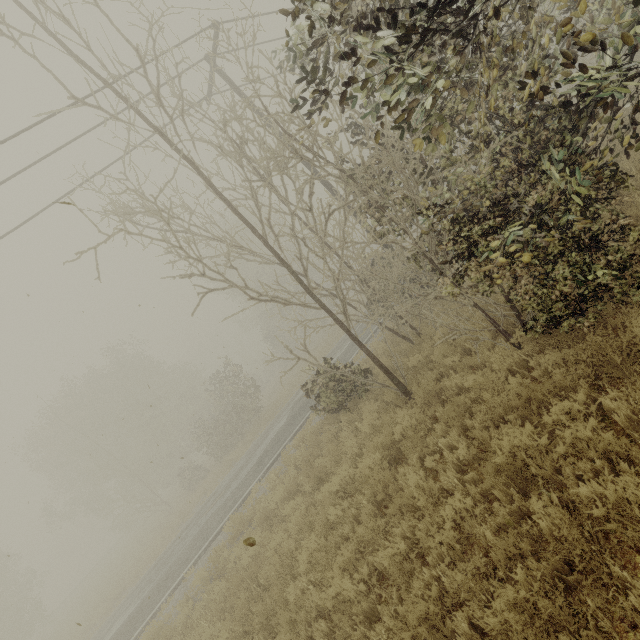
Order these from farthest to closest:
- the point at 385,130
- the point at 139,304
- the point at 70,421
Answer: the point at 70,421, the point at 139,304, the point at 385,130

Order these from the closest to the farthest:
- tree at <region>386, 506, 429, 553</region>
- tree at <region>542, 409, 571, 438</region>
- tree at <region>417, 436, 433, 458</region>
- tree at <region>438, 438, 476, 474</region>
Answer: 1. tree at <region>542, 409, 571, 438</region>
2. tree at <region>386, 506, 429, 553</region>
3. tree at <region>438, 438, 476, 474</region>
4. tree at <region>417, 436, 433, 458</region>

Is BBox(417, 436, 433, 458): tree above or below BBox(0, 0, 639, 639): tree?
below

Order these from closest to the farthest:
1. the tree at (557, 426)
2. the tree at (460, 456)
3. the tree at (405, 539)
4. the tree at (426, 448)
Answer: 1. the tree at (557, 426)
2. the tree at (405, 539)
3. the tree at (460, 456)
4. the tree at (426, 448)

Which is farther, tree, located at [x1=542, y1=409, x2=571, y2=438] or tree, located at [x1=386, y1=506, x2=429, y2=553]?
tree, located at [x1=386, y1=506, x2=429, y2=553]

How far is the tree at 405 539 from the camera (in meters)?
4.53
